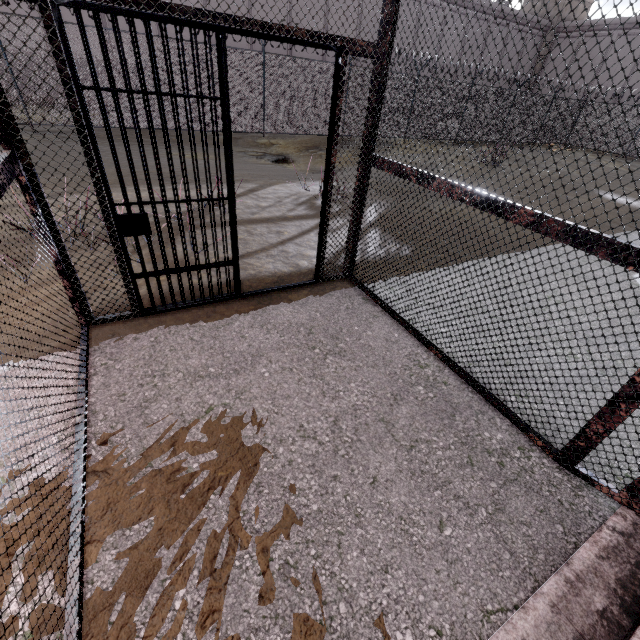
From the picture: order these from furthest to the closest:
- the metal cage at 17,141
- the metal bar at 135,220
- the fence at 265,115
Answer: the fence at 265,115 → the metal bar at 135,220 → the metal cage at 17,141

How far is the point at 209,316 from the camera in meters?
3.5 m

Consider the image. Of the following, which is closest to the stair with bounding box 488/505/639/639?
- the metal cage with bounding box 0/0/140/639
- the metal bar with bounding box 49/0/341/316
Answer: the metal cage with bounding box 0/0/140/639

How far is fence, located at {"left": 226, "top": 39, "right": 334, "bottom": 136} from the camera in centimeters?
1236cm

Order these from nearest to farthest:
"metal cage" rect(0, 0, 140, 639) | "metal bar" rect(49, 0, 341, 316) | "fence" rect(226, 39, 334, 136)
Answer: "metal cage" rect(0, 0, 140, 639) → "metal bar" rect(49, 0, 341, 316) → "fence" rect(226, 39, 334, 136)

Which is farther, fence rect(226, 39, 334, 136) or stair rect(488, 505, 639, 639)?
fence rect(226, 39, 334, 136)

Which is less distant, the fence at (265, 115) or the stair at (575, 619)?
the stair at (575, 619)

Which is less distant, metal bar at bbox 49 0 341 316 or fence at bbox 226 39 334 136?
metal bar at bbox 49 0 341 316
